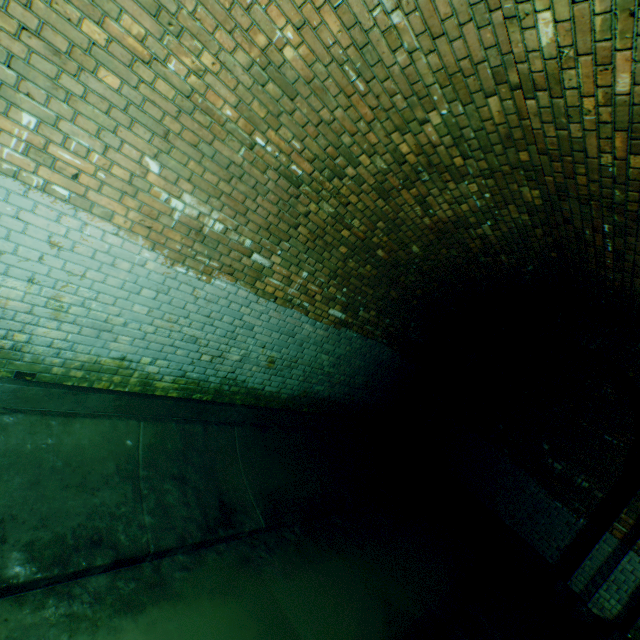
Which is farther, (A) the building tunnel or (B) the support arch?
(B) the support arch

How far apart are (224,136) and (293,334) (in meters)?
2.60

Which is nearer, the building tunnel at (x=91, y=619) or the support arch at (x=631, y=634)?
the building tunnel at (x=91, y=619)
